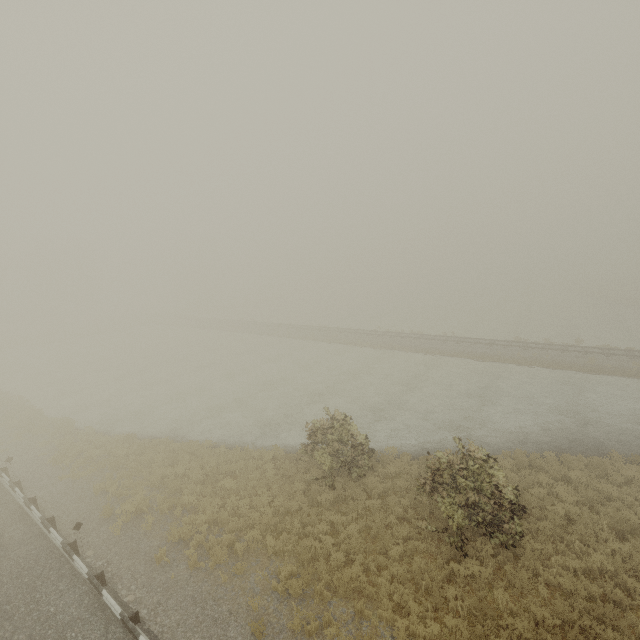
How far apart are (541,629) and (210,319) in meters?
56.7
